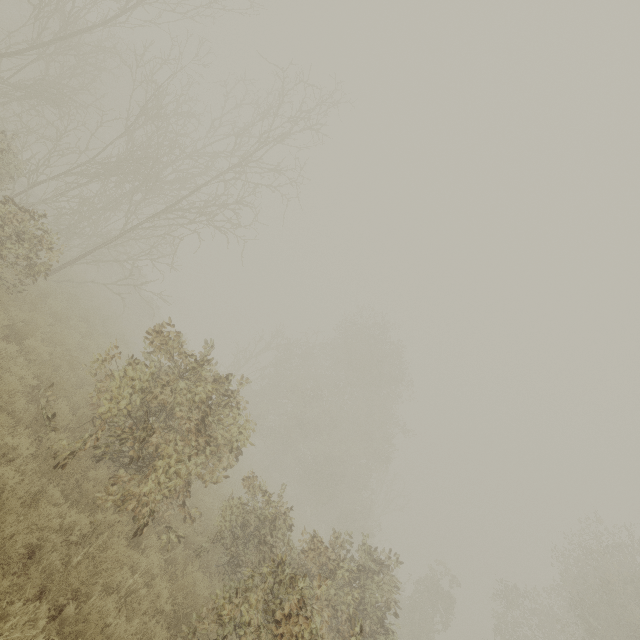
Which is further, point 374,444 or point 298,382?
point 374,444
